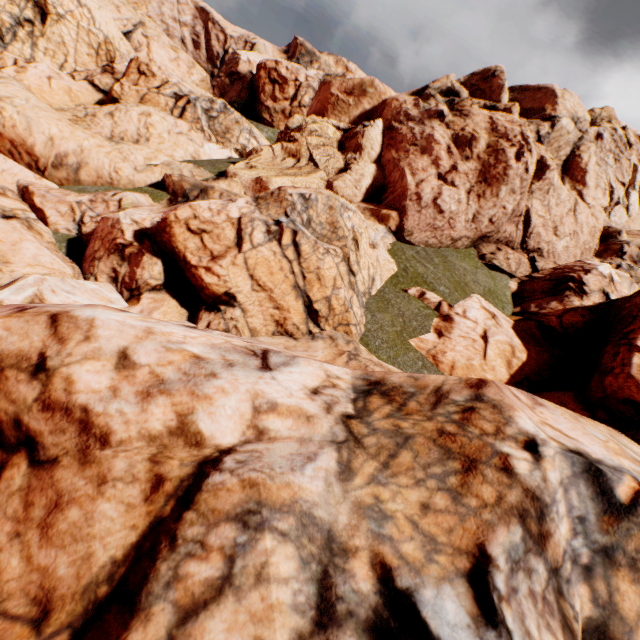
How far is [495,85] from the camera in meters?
16.3 m
